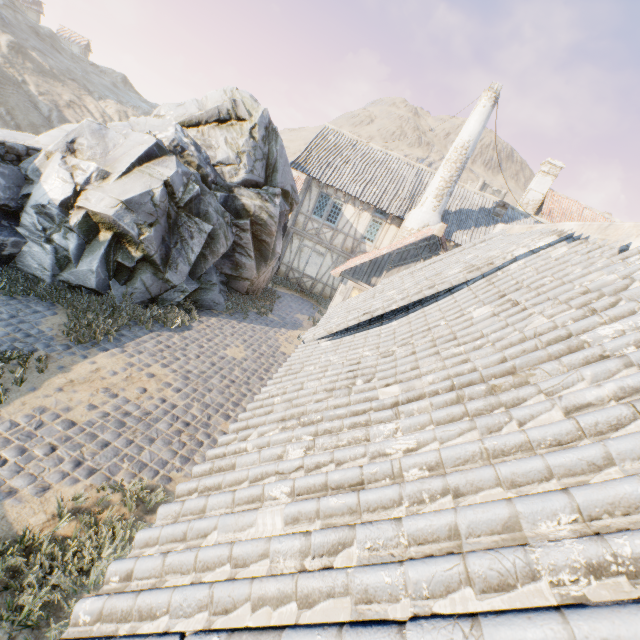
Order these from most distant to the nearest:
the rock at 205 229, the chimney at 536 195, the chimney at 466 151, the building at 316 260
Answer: the chimney at 536 195 → the building at 316 260 → the chimney at 466 151 → the rock at 205 229

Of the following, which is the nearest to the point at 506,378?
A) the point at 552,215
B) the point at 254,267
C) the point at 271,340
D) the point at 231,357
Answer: the point at 231,357

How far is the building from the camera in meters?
16.6 m

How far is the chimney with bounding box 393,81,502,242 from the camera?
13.75m

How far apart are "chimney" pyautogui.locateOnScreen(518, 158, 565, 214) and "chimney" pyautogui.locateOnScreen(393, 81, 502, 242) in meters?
14.4

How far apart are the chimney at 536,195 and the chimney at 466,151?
14.4m

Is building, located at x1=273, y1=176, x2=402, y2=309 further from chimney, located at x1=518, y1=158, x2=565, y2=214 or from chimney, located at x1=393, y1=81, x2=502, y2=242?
chimney, located at x1=518, y1=158, x2=565, y2=214

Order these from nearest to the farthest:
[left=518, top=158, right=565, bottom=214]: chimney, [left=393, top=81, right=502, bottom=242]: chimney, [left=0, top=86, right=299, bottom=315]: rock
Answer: [left=0, top=86, right=299, bottom=315]: rock → [left=393, top=81, right=502, bottom=242]: chimney → [left=518, top=158, right=565, bottom=214]: chimney
